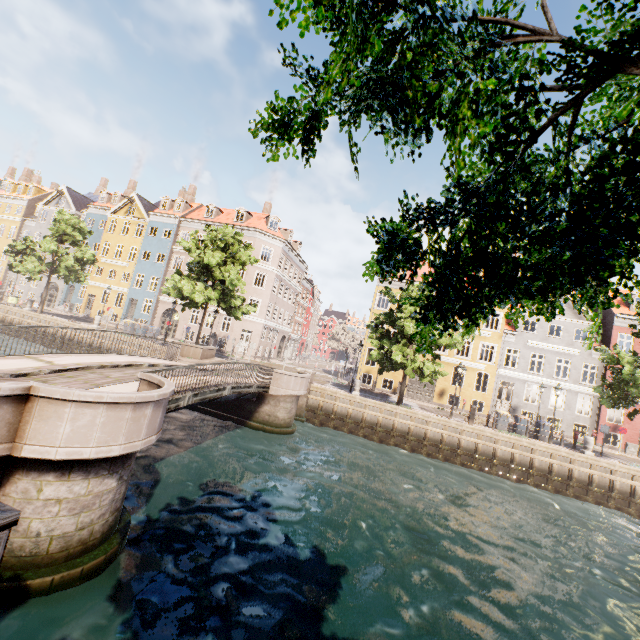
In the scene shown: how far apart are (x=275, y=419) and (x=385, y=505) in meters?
7.6 m

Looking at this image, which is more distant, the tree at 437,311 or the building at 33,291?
the building at 33,291

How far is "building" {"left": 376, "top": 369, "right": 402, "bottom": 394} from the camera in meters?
30.2 m

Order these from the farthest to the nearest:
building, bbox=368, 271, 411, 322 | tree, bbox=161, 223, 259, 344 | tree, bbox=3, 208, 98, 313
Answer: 1. building, bbox=368, 271, 411, 322
2. tree, bbox=3, 208, 98, 313
3. tree, bbox=161, 223, 259, 344

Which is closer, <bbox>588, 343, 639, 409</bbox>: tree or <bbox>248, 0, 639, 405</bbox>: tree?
<bbox>248, 0, 639, 405</bbox>: tree

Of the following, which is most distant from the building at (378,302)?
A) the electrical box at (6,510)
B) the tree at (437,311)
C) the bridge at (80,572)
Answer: the electrical box at (6,510)

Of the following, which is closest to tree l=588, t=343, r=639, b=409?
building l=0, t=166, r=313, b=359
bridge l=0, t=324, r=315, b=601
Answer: bridge l=0, t=324, r=315, b=601
